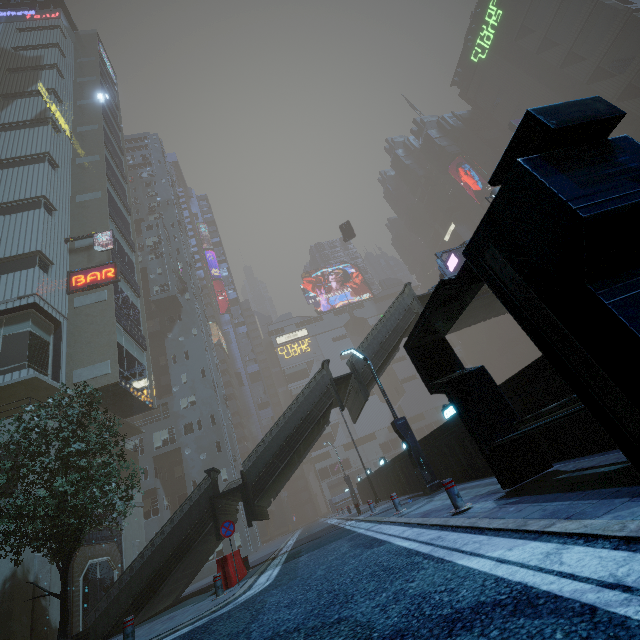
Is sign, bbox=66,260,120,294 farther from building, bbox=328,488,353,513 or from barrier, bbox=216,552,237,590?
barrier, bbox=216,552,237,590

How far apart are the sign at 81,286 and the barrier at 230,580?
20.0m

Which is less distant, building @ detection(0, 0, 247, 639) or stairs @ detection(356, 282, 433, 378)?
stairs @ detection(356, 282, 433, 378)

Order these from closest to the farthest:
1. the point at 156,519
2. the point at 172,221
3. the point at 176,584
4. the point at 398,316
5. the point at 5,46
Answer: the point at 176,584 < the point at 398,316 < the point at 156,519 < the point at 5,46 < the point at 172,221

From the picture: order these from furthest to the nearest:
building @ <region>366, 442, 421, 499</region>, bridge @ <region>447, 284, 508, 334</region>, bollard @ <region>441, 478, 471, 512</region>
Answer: bridge @ <region>447, 284, 508, 334</region> → building @ <region>366, 442, 421, 499</region> → bollard @ <region>441, 478, 471, 512</region>

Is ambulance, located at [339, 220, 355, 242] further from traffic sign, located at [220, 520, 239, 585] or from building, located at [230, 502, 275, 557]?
traffic sign, located at [220, 520, 239, 585]

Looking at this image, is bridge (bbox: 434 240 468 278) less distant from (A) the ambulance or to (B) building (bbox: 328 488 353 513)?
(B) building (bbox: 328 488 353 513)

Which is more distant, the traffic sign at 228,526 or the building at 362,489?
the building at 362,489
